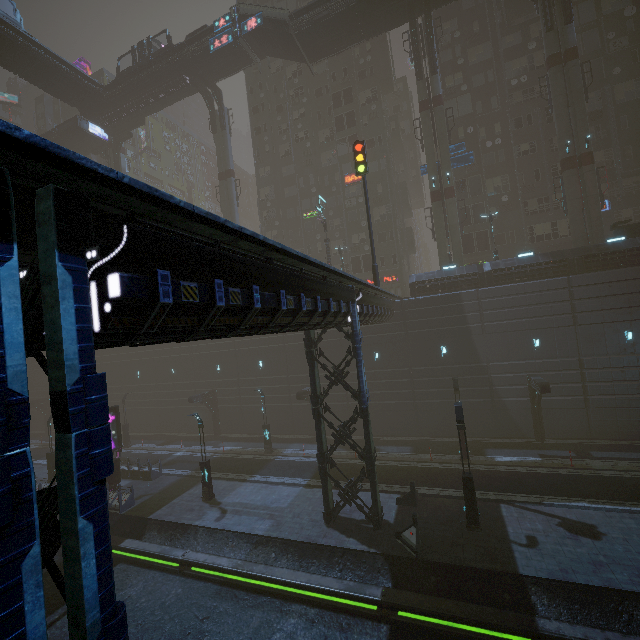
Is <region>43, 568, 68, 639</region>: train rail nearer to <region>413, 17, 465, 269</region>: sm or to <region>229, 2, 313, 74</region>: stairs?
<region>413, 17, 465, 269</region>: sm

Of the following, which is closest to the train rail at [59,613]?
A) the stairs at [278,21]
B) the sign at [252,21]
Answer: the stairs at [278,21]

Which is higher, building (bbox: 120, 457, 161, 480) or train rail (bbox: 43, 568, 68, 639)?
building (bbox: 120, 457, 161, 480)

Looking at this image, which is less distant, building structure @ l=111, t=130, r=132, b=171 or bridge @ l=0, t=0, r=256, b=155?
bridge @ l=0, t=0, r=256, b=155

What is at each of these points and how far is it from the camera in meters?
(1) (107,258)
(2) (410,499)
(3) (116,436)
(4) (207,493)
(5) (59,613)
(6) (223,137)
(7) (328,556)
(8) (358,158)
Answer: (1) building, 4.7
(2) barrier, 17.3
(3) sign, 24.1
(4) street light, 20.4
(5) train rail, 14.1
(6) sm, 40.0
(7) train rail, 14.7
(8) traffic light, 21.3

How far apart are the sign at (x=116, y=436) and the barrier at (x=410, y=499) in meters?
20.1 m

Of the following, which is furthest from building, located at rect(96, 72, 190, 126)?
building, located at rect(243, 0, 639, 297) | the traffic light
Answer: the traffic light

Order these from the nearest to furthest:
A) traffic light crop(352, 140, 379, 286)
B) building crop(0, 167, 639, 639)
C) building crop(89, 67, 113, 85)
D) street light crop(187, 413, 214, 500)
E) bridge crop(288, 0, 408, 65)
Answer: building crop(0, 167, 639, 639) < street light crop(187, 413, 214, 500) < traffic light crop(352, 140, 379, 286) < bridge crop(288, 0, 408, 65) < building crop(89, 67, 113, 85)
